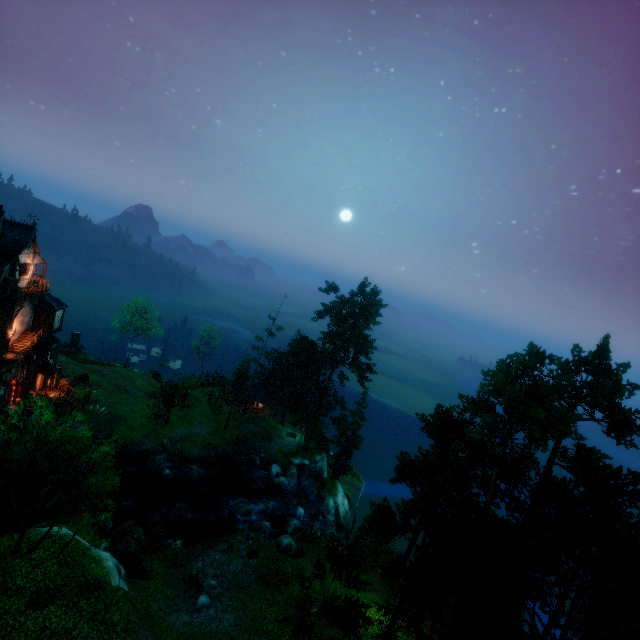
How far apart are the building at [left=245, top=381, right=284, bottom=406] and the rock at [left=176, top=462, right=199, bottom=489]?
13.59m

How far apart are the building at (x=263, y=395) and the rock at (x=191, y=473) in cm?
1359

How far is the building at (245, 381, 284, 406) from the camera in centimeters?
5112cm

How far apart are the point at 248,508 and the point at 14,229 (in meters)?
36.79

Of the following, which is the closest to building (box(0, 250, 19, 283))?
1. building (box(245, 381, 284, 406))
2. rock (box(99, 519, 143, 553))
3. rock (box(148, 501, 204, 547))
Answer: rock (box(148, 501, 204, 547))

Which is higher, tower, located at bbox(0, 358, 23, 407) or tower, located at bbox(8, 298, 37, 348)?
tower, located at bbox(8, 298, 37, 348)

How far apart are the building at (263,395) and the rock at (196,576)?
25.5m

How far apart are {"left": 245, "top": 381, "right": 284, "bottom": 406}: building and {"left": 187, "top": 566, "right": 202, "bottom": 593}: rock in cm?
2547
